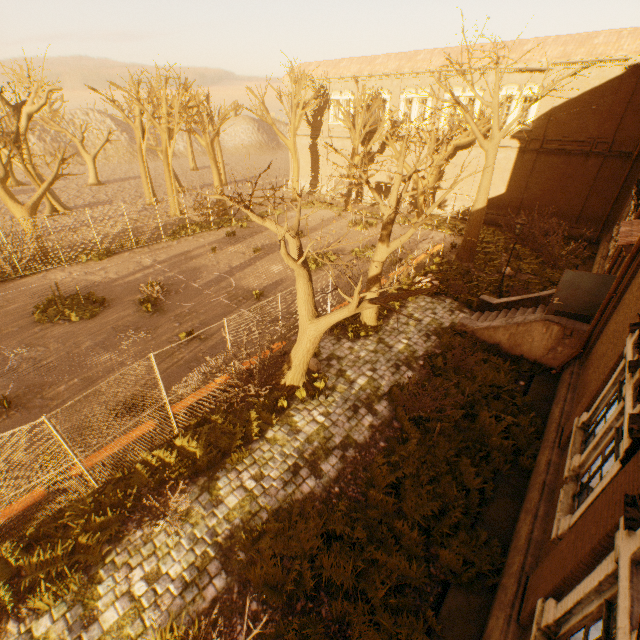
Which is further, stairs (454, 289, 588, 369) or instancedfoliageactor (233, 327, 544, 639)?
stairs (454, 289, 588, 369)

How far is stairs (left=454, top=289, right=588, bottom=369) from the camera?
10.7m

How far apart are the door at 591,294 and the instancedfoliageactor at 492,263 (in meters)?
7.28

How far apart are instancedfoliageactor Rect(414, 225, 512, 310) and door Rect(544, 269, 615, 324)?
7.28m

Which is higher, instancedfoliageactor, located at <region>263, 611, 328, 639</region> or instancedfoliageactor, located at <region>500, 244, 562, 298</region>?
instancedfoliageactor, located at <region>500, 244, 562, 298</region>

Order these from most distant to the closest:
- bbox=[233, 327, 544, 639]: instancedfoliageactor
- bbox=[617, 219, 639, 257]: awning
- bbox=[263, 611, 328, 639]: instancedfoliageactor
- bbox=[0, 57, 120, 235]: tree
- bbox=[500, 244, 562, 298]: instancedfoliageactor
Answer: bbox=[0, 57, 120, 235]: tree
bbox=[500, 244, 562, 298]: instancedfoliageactor
bbox=[617, 219, 639, 257]: awning
bbox=[233, 327, 544, 639]: instancedfoliageactor
bbox=[263, 611, 328, 639]: instancedfoliageactor

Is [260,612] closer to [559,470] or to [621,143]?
[559,470]

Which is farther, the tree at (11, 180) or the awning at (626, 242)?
the tree at (11, 180)
